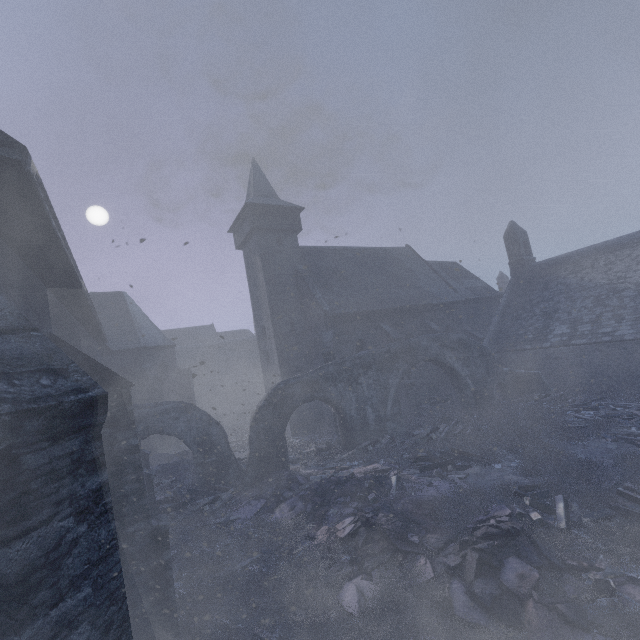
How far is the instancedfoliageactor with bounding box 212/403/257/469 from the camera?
18.8 meters

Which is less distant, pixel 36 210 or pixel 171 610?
pixel 36 210

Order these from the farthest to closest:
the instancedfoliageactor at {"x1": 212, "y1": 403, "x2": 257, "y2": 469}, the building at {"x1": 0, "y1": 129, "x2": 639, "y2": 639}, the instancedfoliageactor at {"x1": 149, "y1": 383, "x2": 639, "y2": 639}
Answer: the instancedfoliageactor at {"x1": 212, "y1": 403, "x2": 257, "y2": 469} < the instancedfoliageactor at {"x1": 149, "y1": 383, "x2": 639, "y2": 639} < the building at {"x1": 0, "y1": 129, "x2": 639, "y2": 639}

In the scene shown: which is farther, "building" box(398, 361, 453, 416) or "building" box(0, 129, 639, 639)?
"building" box(398, 361, 453, 416)

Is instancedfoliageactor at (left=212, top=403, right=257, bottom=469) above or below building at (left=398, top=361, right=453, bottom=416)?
below

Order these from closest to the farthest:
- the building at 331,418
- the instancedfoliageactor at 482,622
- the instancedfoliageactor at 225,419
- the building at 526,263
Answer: the building at 526,263 < the instancedfoliageactor at 482,622 < the instancedfoliageactor at 225,419 < the building at 331,418

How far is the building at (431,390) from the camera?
20.0m
